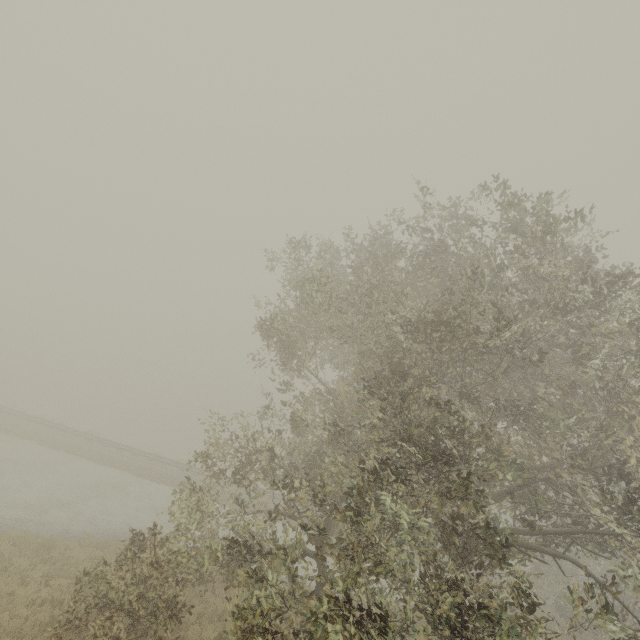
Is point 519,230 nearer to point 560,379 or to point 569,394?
point 560,379
